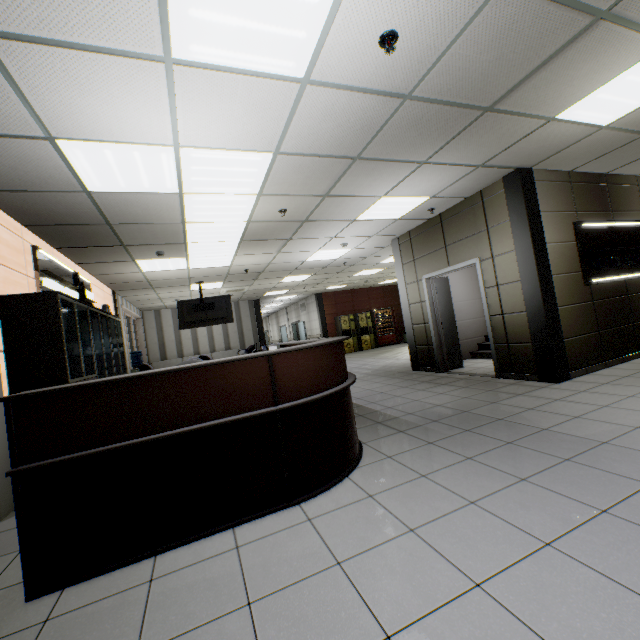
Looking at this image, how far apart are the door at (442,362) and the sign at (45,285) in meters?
6.6

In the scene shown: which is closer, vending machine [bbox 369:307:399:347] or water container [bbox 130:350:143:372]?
water container [bbox 130:350:143:372]

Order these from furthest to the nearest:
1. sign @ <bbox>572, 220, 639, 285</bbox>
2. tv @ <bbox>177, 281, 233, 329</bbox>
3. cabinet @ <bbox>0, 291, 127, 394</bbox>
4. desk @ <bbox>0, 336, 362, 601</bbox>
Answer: tv @ <bbox>177, 281, 233, 329</bbox> < sign @ <bbox>572, 220, 639, 285</bbox> < cabinet @ <bbox>0, 291, 127, 394</bbox> < desk @ <bbox>0, 336, 362, 601</bbox>

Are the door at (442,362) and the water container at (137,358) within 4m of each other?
no

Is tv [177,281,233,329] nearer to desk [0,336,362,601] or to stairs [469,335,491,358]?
desk [0,336,362,601]

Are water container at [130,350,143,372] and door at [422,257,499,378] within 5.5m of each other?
no

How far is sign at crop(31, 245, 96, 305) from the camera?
4.4m

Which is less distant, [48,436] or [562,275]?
[48,436]
